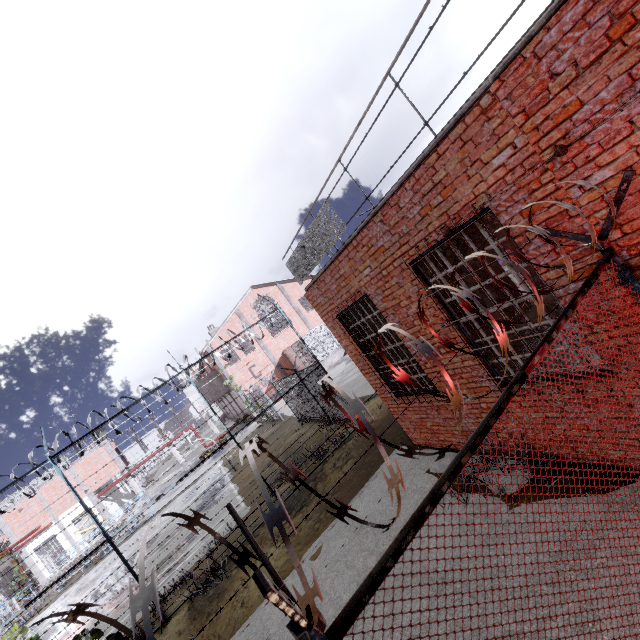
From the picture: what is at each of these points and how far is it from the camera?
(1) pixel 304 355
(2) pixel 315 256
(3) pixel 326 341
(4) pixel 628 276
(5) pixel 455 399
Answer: (1) metal cage, 32.16m
(2) metal railing, 7.32m
(3) metal cage, 31.95m
(4) fence, 3.17m
(5) fence, 1.58m

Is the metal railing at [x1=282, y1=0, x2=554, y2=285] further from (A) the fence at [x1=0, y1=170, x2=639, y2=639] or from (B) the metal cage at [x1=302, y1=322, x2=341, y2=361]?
(B) the metal cage at [x1=302, y1=322, x2=341, y2=361]

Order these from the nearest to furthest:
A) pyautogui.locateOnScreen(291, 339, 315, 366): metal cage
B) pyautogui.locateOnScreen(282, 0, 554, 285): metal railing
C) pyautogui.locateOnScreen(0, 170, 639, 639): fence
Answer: pyautogui.locateOnScreen(0, 170, 639, 639): fence < pyautogui.locateOnScreen(282, 0, 554, 285): metal railing < pyautogui.locateOnScreen(291, 339, 315, 366): metal cage

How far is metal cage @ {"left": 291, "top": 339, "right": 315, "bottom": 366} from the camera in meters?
30.9 m

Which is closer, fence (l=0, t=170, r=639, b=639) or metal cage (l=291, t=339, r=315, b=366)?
fence (l=0, t=170, r=639, b=639)

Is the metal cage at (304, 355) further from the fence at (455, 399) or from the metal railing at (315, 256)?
the fence at (455, 399)
